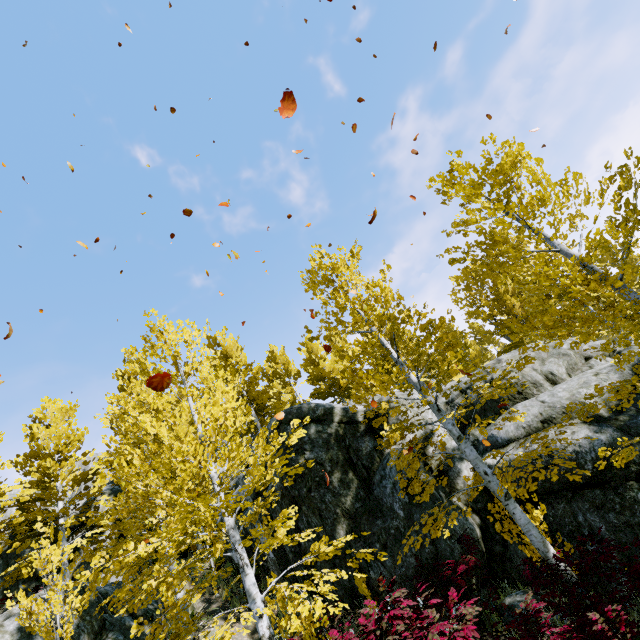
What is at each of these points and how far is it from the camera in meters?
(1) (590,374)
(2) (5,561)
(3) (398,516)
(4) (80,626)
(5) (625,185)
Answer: (1) rock, 9.3 m
(2) rock, 13.4 m
(3) rock, 8.7 m
(4) rock, 8.0 m
(5) instancedfoliageactor, 6.3 m

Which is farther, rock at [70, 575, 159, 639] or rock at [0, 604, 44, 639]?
rock at [70, 575, 159, 639]

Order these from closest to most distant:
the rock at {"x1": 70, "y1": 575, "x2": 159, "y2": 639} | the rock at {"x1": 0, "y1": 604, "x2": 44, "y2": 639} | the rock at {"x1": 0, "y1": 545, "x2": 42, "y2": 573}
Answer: the rock at {"x1": 0, "y1": 604, "x2": 44, "y2": 639}, the rock at {"x1": 70, "y1": 575, "x2": 159, "y2": 639}, the rock at {"x1": 0, "y1": 545, "x2": 42, "y2": 573}

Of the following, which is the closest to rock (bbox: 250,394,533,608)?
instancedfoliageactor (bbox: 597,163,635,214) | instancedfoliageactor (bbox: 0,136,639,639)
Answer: instancedfoliageactor (bbox: 0,136,639,639)

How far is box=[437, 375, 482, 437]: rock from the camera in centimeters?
1098cm

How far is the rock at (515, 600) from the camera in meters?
6.9

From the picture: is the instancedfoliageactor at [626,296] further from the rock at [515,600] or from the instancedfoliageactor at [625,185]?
the instancedfoliageactor at [625,185]
